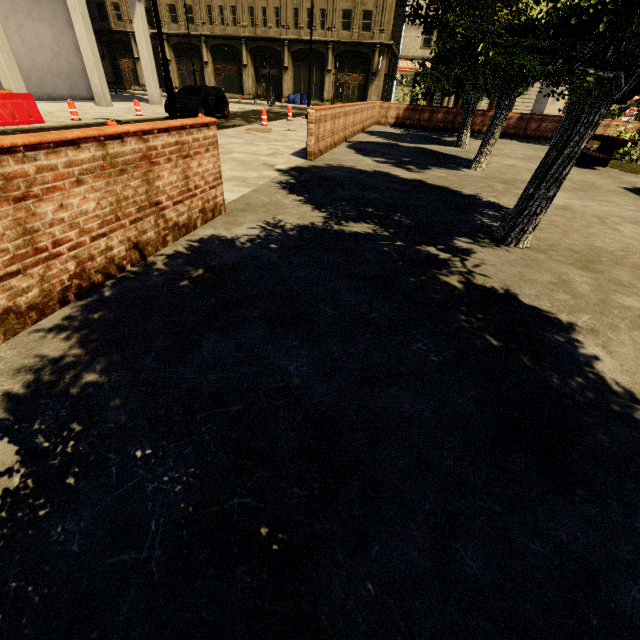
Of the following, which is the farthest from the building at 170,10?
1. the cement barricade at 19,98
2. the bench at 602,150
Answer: the bench at 602,150

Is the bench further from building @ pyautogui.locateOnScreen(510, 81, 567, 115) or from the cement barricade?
building @ pyautogui.locateOnScreen(510, 81, 567, 115)

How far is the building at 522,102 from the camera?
31.8m

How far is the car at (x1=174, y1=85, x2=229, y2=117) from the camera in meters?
15.5 m

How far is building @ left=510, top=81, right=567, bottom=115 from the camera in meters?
31.8 m

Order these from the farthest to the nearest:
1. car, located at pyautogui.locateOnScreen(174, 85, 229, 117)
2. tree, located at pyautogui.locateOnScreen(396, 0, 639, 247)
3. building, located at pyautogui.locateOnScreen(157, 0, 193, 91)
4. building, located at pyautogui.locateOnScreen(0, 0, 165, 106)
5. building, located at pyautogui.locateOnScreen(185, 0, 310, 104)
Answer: building, located at pyautogui.locateOnScreen(157, 0, 193, 91) < building, located at pyautogui.locateOnScreen(185, 0, 310, 104) < building, located at pyautogui.locateOnScreen(0, 0, 165, 106) < car, located at pyautogui.locateOnScreen(174, 85, 229, 117) < tree, located at pyautogui.locateOnScreen(396, 0, 639, 247)

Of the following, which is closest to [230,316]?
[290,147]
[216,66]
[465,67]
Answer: [290,147]

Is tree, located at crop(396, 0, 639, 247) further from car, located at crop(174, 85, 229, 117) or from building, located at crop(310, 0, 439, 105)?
building, located at crop(310, 0, 439, 105)
